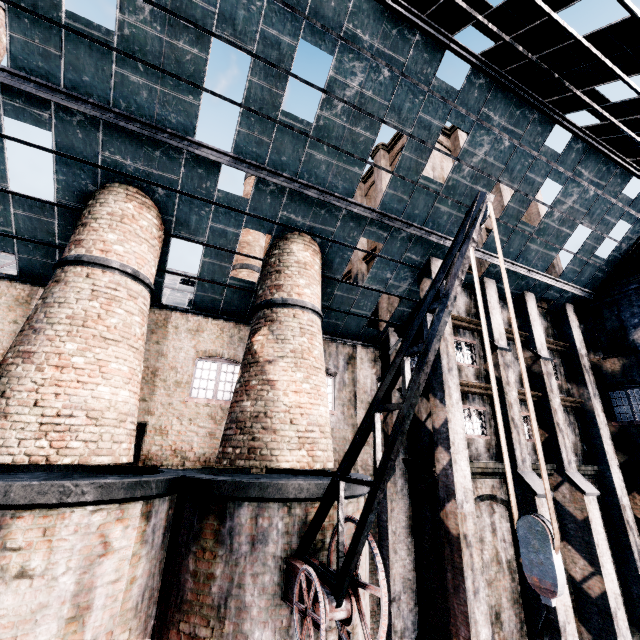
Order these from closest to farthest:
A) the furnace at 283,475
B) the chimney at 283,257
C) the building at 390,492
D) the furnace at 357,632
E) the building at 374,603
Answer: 1. the furnace at 283,475
2. the furnace at 357,632
3. the chimney at 283,257
4. the building at 390,492
5. the building at 374,603

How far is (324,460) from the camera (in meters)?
9.95

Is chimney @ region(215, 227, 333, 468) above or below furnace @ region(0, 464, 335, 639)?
above

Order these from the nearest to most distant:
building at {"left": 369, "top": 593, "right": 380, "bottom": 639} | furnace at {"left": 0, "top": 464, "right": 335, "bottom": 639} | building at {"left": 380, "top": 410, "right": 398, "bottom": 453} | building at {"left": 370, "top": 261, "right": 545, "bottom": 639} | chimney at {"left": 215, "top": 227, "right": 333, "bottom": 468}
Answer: furnace at {"left": 0, "top": 464, "right": 335, "bottom": 639}, chimney at {"left": 215, "top": 227, "right": 333, "bottom": 468}, building at {"left": 370, "top": 261, "right": 545, "bottom": 639}, building at {"left": 369, "top": 593, "right": 380, "bottom": 639}, building at {"left": 380, "top": 410, "right": 398, "bottom": 453}

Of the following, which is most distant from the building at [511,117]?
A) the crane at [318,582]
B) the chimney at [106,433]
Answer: the crane at [318,582]

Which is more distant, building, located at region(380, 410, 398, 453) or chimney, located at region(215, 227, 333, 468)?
building, located at region(380, 410, 398, 453)

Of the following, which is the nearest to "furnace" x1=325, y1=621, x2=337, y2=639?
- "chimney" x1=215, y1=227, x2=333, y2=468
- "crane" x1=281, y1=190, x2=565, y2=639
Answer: "crane" x1=281, y1=190, x2=565, y2=639
